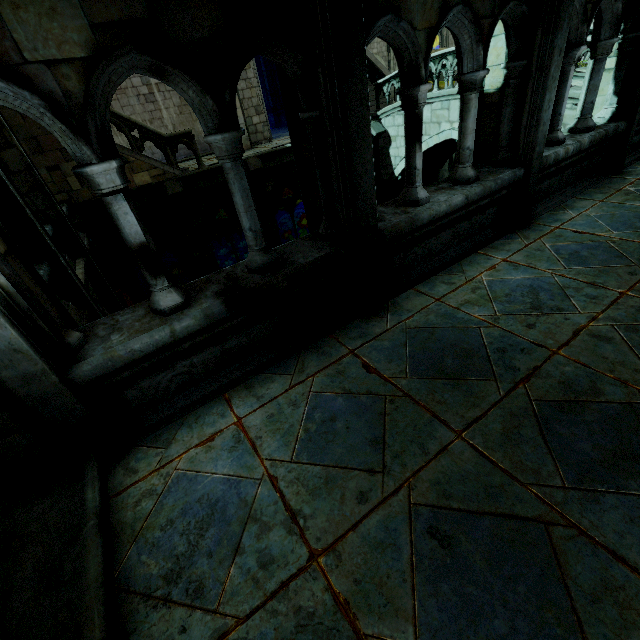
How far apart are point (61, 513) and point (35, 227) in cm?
461

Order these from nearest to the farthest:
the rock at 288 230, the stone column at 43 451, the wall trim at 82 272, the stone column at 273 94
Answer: the stone column at 43 451 → the wall trim at 82 272 → the stone column at 273 94 → the rock at 288 230

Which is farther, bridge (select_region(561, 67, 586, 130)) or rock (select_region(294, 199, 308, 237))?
rock (select_region(294, 199, 308, 237))

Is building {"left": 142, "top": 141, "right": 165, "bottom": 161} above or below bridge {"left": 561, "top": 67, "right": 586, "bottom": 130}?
above

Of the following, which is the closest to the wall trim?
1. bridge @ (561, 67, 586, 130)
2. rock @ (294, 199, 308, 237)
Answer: rock @ (294, 199, 308, 237)

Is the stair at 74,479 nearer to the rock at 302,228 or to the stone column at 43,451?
the stone column at 43,451

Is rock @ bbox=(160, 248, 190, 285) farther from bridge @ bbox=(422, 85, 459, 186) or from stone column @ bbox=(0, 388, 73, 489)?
bridge @ bbox=(422, 85, 459, 186)
